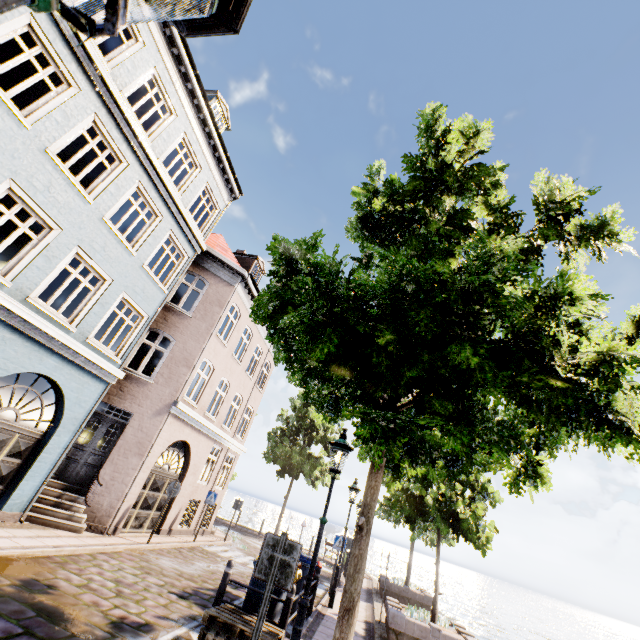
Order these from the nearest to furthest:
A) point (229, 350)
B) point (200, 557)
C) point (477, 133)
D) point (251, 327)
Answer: point (477, 133)
point (200, 557)
point (229, 350)
point (251, 327)

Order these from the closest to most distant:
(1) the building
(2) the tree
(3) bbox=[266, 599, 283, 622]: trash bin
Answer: (2) the tree, (3) bbox=[266, 599, 283, 622]: trash bin, (1) the building

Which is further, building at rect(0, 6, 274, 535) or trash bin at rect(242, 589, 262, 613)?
building at rect(0, 6, 274, 535)

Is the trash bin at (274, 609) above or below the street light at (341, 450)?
below

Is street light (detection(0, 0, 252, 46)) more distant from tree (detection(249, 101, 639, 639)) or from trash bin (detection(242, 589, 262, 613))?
trash bin (detection(242, 589, 262, 613))

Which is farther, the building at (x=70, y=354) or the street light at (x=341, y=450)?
the building at (x=70, y=354)

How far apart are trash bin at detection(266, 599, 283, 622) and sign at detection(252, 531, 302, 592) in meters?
3.6 m

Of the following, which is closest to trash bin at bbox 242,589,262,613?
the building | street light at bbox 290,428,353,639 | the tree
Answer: street light at bbox 290,428,353,639
